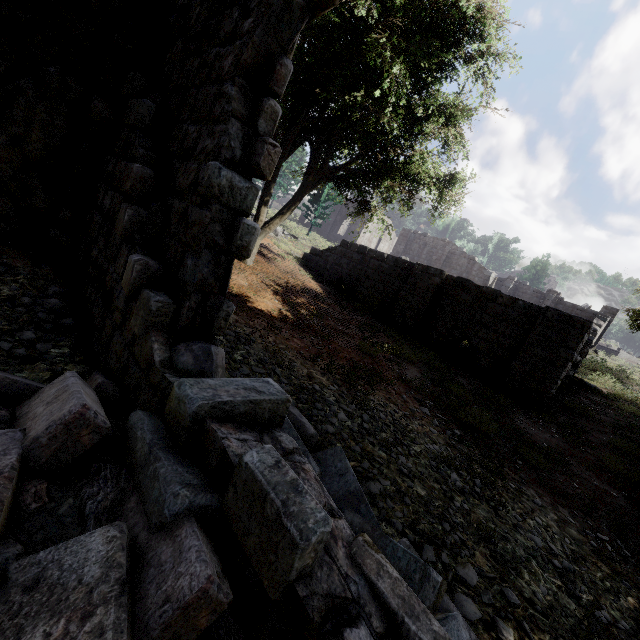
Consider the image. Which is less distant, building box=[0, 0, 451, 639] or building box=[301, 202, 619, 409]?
building box=[0, 0, 451, 639]

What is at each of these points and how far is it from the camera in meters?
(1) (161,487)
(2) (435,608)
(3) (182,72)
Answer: (1) rubble, 1.6 m
(2) rubble, 2.2 m
(3) building, 4.1 m

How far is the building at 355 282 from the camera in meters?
10.3 m

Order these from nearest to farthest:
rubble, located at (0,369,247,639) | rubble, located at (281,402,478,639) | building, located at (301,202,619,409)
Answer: rubble, located at (0,369,247,639)
rubble, located at (281,402,478,639)
building, located at (301,202,619,409)

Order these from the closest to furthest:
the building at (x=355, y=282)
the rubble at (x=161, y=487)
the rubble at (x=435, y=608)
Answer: the rubble at (x=161, y=487), the rubble at (x=435, y=608), the building at (x=355, y=282)

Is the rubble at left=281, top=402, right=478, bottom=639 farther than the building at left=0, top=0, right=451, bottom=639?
Yes

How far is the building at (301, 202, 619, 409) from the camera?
10.3 meters

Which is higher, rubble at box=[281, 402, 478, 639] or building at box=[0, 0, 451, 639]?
building at box=[0, 0, 451, 639]
